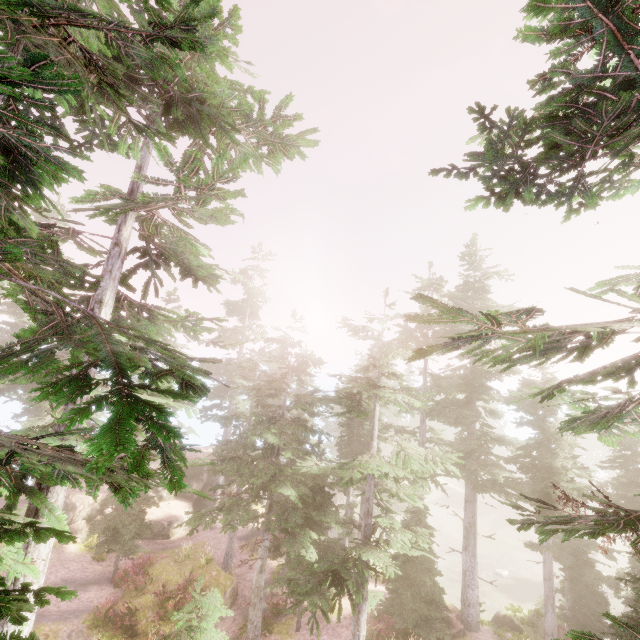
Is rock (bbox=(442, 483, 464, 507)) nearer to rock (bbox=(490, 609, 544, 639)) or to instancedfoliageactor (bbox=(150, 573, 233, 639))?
instancedfoliageactor (bbox=(150, 573, 233, 639))

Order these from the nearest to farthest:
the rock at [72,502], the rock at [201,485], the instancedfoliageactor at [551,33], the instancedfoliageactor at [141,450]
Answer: the instancedfoliageactor at [141,450] → the instancedfoliageactor at [551,33] → the rock at [72,502] → the rock at [201,485]

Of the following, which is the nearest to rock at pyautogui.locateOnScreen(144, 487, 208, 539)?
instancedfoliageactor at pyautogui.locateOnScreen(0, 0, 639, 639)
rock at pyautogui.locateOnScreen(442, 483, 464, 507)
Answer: instancedfoliageactor at pyautogui.locateOnScreen(0, 0, 639, 639)

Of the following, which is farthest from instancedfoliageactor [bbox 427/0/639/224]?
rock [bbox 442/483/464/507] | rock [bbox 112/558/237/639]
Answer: rock [bbox 112/558/237/639]

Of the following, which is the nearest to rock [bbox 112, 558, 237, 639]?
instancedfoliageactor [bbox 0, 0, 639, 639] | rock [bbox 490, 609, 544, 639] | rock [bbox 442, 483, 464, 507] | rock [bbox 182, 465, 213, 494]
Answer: instancedfoliageactor [bbox 0, 0, 639, 639]

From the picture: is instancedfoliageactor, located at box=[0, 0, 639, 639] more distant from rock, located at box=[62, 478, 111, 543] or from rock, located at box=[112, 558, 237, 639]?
rock, located at box=[112, 558, 237, 639]

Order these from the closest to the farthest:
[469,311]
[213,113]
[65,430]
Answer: [65,430] → [213,113] → [469,311]

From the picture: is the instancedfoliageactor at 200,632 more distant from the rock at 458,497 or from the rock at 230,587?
the rock at 230,587
